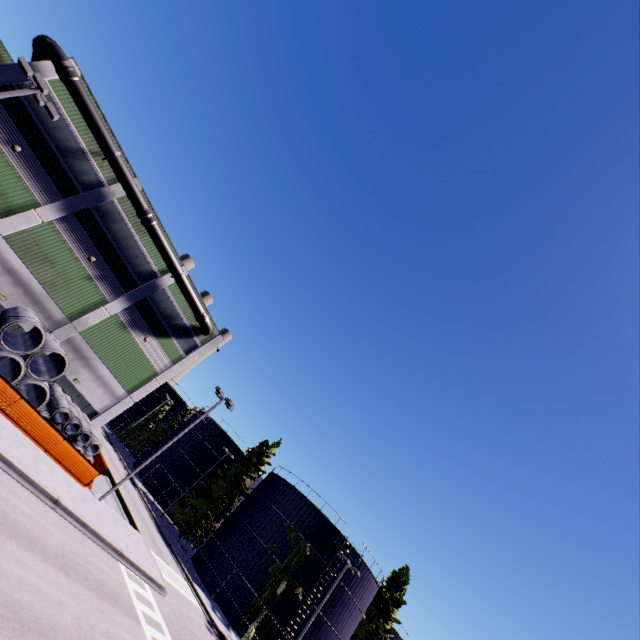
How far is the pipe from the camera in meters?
21.1

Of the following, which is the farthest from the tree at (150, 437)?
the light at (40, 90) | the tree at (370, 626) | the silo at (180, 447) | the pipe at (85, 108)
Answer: the light at (40, 90)

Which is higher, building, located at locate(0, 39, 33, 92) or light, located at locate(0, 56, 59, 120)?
building, located at locate(0, 39, 33, 92)

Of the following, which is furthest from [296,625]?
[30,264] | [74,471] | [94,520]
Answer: [30,264]

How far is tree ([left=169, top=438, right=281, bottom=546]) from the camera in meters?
38.4 m

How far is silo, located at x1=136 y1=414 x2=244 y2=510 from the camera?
44.56m

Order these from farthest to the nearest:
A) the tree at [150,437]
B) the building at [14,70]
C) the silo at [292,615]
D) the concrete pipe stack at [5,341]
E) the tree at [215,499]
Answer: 1. the tree at [150,437]
2. the tree at [215,499]
3. the silo at [292,615]
4. the building at [14,70]
5. the concrete pipe stack at [5,341]
